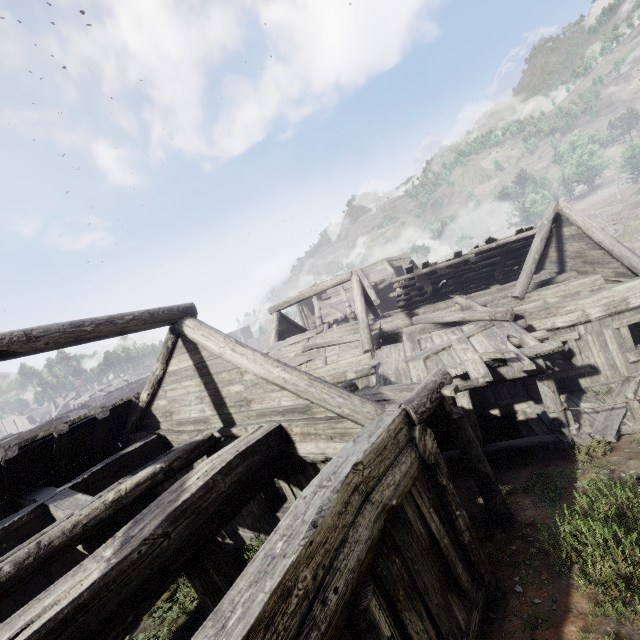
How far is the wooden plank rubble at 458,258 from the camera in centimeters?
1537cm

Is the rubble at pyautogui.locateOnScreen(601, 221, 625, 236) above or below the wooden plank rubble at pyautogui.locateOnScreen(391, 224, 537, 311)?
below

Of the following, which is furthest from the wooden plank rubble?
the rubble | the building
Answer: the rubble

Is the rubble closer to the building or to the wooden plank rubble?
the building

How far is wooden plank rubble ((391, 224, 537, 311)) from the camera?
15.4m

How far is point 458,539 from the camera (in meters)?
4.74

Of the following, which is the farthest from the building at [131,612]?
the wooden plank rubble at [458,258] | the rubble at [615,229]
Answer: the rubble at [615,229]
